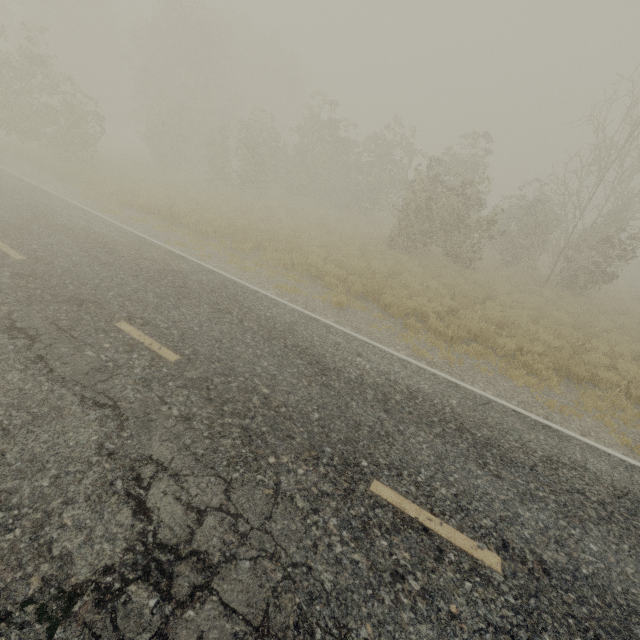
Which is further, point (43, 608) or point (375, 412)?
point (375, 412)
